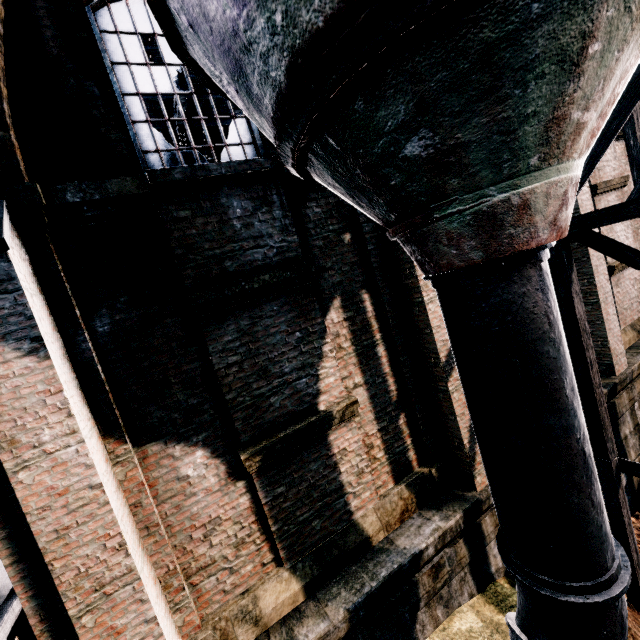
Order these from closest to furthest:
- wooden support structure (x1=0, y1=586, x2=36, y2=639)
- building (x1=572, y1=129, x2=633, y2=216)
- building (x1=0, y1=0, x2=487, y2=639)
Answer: building (x1=0, y1=0, x2=487, y2=639) → wooden support structure (x1=0, y1=586, x2=36, y2=639) → building (x1=572, y1=129, x2=633, y2=216)

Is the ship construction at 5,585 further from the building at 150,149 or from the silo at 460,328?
the silo at 460,328

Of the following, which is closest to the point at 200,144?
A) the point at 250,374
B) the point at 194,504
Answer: the point at 250,374

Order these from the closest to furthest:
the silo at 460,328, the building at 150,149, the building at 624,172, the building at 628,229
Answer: the silo at 460,328 < the building at 150,149 < the building at 624,172 < the building at 628,229

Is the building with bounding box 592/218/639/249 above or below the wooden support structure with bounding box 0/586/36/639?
above

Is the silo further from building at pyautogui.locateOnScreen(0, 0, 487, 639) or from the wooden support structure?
the wooden support structure

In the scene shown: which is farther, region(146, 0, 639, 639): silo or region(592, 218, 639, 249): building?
region(592, 218, 639, 249): building

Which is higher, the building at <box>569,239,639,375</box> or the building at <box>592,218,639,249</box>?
the building at <box>592,218,639,249</box>
